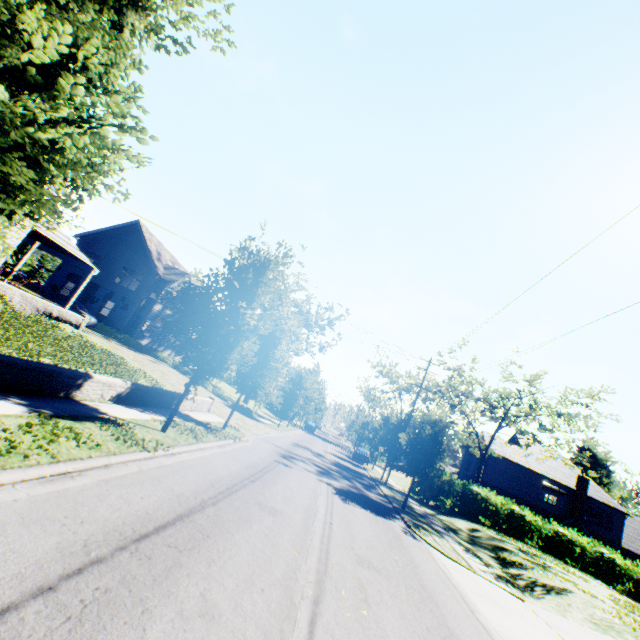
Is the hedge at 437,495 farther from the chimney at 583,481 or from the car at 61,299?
the car at 61,299

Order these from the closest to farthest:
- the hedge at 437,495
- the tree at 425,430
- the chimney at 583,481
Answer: the tree at 425,430 → the hedge at 437,495 → the chimney at 583,481

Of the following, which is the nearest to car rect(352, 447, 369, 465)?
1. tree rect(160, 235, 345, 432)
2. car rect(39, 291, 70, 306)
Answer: tree rect(160, 235, 345, 432)

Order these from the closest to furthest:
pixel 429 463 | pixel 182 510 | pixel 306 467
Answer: pixel 182 510, pixel 306 467, pixel 429 463

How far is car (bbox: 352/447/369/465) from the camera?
38.2 meters

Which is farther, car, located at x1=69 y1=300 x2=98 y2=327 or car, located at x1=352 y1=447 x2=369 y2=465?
car, located at x1=352 y1=447 x2=369 y2=465

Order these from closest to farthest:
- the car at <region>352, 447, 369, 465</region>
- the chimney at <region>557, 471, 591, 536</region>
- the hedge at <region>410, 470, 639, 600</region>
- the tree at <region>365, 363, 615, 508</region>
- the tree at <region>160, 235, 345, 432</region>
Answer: the tree at <region>160, 235, 345, 432</region> → the tree at <region>365, 363, 615, 508</region> → the hedge at <region>410, 470, 639, 600</region> → the chimney at <region>557, 471, 591, 536</region> → the car at <region>352, 447, 369, 465</region>

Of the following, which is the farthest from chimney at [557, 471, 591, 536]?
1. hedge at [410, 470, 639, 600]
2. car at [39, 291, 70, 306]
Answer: car at [39, 291, 70, 306]
